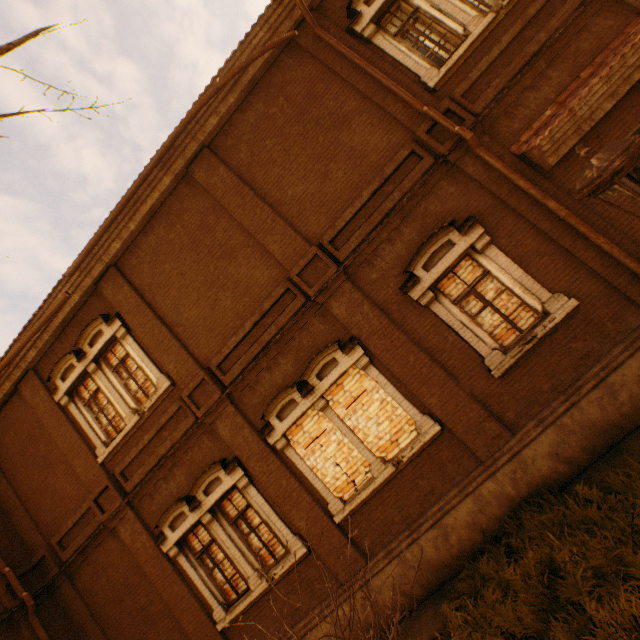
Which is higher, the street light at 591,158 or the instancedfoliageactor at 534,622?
the street light at 591,158

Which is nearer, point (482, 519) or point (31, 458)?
point (482, 519)

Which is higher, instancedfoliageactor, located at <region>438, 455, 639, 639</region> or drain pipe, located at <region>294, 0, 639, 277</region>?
drain pipe, located at <region>294, 0, 639, 277</region>

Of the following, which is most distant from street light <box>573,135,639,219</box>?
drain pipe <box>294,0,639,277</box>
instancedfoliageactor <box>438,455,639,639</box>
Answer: drain pipe <box>294,0,639,277</box>

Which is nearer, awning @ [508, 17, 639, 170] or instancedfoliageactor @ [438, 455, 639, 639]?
instancedfoliageactor @ [438, 455, 639, 639]

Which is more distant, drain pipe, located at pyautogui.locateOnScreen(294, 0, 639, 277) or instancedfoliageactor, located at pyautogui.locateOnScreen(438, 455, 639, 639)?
drain pipe, located at pyautogui.locateOnScreen(294, 0, 639, 277)

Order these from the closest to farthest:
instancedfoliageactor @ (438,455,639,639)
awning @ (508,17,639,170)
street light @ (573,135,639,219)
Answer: street light @ (573,135,639,219), instancedfoliageactor @ (438,455,639,639), awning @ (508,17,639,170)

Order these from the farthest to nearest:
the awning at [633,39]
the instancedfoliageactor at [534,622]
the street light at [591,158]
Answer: the awning at [633,39], the instancedfoliageactor at [534,622], the street light at [591,158]
